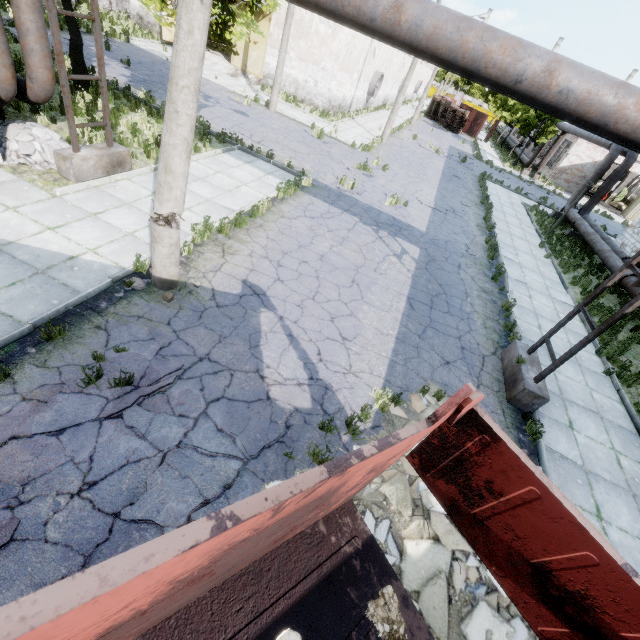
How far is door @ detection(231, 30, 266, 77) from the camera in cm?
2373

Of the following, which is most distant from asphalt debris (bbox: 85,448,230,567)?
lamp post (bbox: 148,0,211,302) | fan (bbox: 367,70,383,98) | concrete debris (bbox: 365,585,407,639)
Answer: fan (bbox: 367,70,383,98)

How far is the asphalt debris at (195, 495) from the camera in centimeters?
351cm

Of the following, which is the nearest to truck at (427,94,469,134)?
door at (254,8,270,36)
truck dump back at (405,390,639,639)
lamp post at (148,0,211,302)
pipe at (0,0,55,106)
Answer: door at (254,8,270,36)

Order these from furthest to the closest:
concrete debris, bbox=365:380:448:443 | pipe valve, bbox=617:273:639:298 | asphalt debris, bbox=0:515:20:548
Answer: pipe valve, bbox=617:273:639:298, concrete debris, bbox=365:380:448:443, asphalt debris, bbox=0:515:20:548

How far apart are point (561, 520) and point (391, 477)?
2.50m

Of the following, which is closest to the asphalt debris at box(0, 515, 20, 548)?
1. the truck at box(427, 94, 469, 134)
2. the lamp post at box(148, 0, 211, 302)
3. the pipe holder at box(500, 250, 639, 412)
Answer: the lamp post at box(148, 0, 211, 302)

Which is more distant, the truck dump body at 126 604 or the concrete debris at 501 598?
the concrete debris at 501 598
